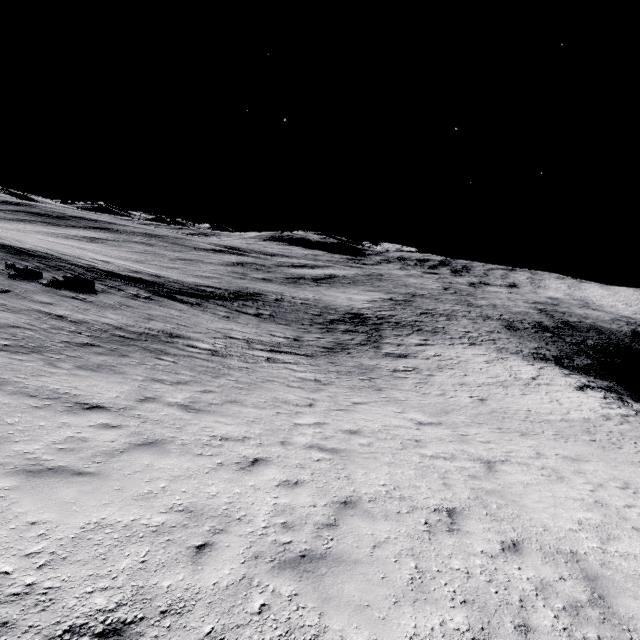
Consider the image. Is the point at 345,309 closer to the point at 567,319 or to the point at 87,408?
the point at 87,408
